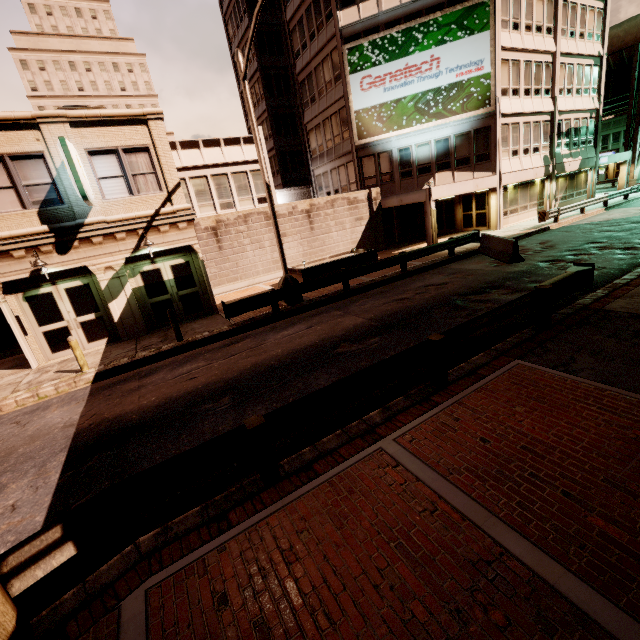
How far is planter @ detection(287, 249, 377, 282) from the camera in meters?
16.8 m

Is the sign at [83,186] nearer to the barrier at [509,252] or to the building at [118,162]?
the building at [118,162]

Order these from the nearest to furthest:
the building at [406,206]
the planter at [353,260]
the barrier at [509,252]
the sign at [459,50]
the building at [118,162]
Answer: the building at [118,162] → the barrier at [509,252] → the planter at [353,260] → the sign at [459,50] → the building at [406,206]

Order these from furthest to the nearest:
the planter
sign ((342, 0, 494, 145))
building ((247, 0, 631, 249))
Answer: building ((247, 0, 631, 249)), sign ((342, 0, 494, 145)), the planter

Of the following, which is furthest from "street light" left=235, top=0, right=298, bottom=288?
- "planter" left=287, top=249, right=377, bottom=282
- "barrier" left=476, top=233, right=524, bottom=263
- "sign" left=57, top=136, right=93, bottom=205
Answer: "barrier" left=476, top=233, right=524, bottom=263

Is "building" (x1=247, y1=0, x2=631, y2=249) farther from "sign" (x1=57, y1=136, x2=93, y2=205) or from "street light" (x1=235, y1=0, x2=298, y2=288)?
"street light" (x1=235, y1=0, x2=298, y2=288)

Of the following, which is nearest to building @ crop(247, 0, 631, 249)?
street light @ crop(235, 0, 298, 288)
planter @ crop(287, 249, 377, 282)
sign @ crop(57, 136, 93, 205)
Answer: sign @ crop(57, 136, 93, 205)

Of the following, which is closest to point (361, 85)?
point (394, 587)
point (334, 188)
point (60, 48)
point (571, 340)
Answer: point (334, 188)
